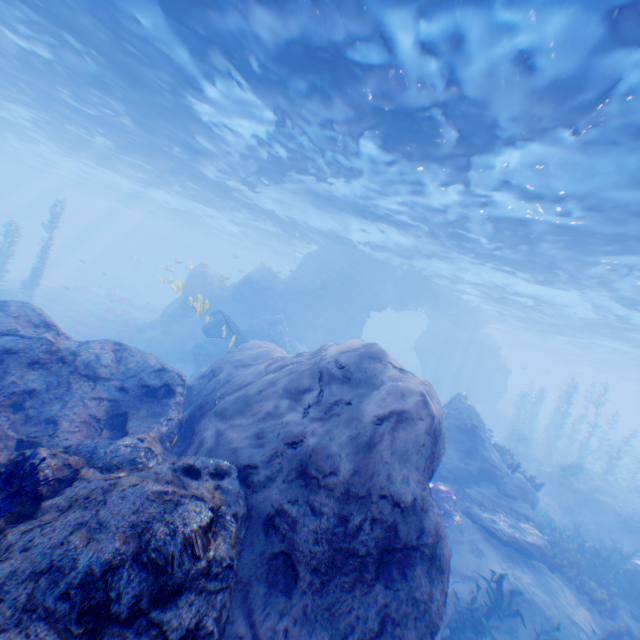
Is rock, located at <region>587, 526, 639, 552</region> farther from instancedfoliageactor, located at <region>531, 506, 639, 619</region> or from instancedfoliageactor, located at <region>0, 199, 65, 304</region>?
instancedfoliageactor, located at <region>0, 199, 65, 304</region>

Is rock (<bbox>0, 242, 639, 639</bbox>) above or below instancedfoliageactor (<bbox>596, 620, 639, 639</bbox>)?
above

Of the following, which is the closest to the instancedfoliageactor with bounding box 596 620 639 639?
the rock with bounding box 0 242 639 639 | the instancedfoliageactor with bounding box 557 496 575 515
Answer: the rock with bounding box 0 242 639 639

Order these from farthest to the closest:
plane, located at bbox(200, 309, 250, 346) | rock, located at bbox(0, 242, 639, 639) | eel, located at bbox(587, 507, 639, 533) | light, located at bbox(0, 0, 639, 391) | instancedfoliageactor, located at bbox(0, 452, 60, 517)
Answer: plane, located at bbox(200, 309, 250, 346) → eel, located at bbox(587, 507, 639, 533) → light, located at bbox(0, 0, 639, 391) → instancedfoliageactor, located at bbox(0, 452, 60, 517) → rock, located at bbox(0, 242, 639, 639)

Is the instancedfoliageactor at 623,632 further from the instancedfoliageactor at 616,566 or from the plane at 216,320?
the plane at 216,320

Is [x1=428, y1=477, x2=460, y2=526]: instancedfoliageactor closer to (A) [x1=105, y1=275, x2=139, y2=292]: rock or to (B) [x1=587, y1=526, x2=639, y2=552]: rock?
(B) [x1=587, y1=526, x2=639, y2=552]: rock

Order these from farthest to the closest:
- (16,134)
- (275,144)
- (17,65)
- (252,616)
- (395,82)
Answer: (16,134) < (17,65) < (275,144) < (395,82) < (252,616)

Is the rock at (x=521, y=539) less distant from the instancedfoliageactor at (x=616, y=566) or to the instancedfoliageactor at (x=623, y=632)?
the instancedfoliageactor at (x=616, y=566)
